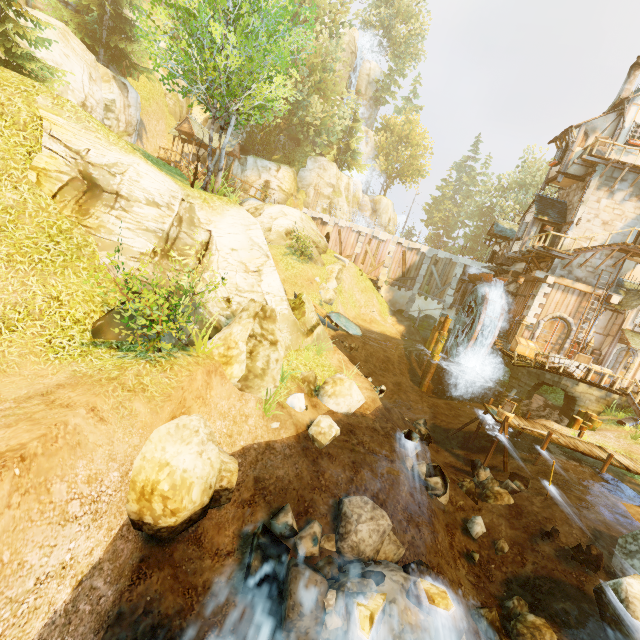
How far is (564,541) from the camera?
9.0 meters

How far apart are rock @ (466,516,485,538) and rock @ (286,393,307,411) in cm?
601

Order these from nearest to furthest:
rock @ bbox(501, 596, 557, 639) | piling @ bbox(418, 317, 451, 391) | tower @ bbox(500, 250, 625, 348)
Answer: rock @ bbox(501, 596, 557, 639)
tower @ bbox(500, 250, 625, 348)
piling @ bbox(418, 317, 451, 391)

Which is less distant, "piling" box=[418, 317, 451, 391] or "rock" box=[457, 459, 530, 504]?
"rock" box=[457, 459, 530, 504]

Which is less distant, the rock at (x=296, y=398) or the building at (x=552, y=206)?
the rock at (x=296, y=398)

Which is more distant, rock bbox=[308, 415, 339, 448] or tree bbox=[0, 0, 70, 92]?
tree bbox=[0, 0, 70, 92]

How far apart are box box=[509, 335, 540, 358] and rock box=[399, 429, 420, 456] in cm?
1463

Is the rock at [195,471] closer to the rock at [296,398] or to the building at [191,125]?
the rock at [296,398]
